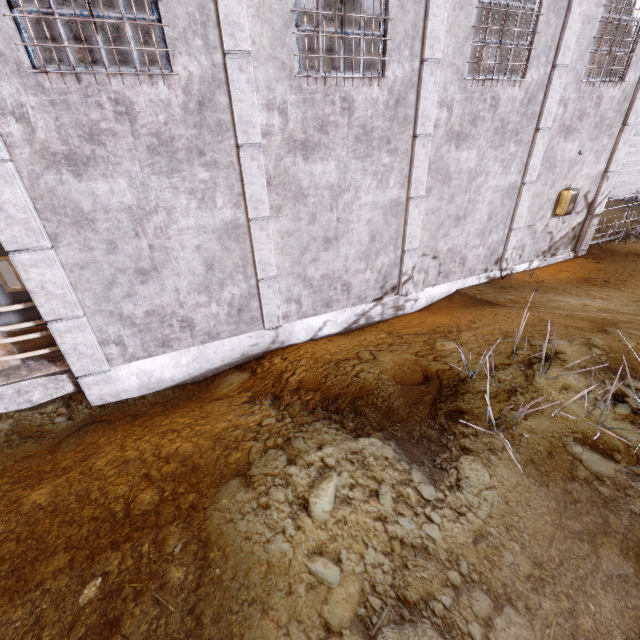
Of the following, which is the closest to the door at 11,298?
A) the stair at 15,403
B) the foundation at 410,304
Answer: the stair at 15,403

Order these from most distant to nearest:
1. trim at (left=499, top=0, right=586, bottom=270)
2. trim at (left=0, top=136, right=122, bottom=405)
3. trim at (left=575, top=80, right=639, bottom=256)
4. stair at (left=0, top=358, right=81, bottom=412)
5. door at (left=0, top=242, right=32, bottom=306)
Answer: trim at (left=575, top=80, right=639, bottom=256) < trim at (left=499, top=0, right=586, bottom=270) < stair at (left=0, top=358, right=81, bottom=412) < door at (left=0, top=242, right=32, bottom=306) < trim at (left=0, top=136, right=122, bottom=405)

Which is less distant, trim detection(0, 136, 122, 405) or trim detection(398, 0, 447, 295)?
trim detection(0, 136, 122, 405)

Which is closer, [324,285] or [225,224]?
[225,224]

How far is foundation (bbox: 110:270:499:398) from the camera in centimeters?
539cm

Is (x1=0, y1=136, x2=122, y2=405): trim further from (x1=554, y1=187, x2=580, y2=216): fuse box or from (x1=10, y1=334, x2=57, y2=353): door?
(x1=554, y1=187, x2=580, y2=216): fuse box

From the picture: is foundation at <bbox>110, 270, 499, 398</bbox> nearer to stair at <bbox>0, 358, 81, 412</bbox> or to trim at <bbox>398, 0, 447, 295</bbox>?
trim at <bbox>398, 0, 447, 295</bbox>

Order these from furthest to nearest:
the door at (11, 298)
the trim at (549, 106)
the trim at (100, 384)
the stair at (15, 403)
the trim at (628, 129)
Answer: the trim at (628, 129), the trim at (549, 106), the stair at (15, 403), the door at (11, 298), the trim at (100, 384)
